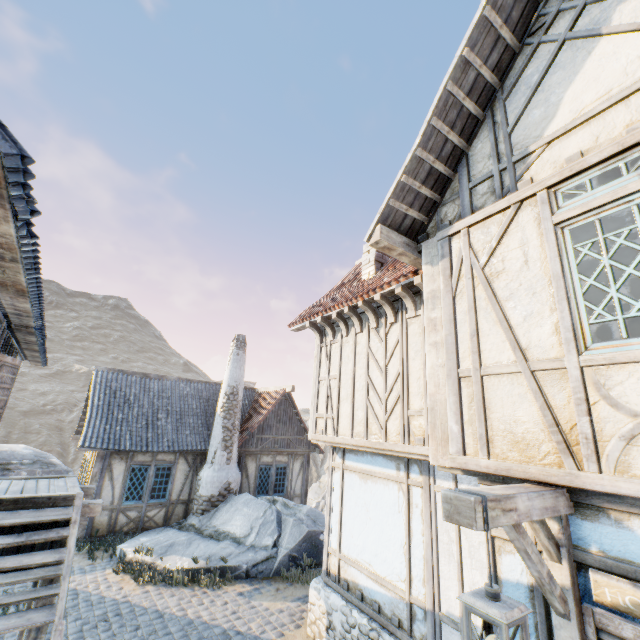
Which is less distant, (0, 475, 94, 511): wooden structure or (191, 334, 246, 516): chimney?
(0, 475, 94, 511): wooden structure

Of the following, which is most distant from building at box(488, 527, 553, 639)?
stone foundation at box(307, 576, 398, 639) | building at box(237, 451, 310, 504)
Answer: building at box(237, 451, 310, 504)

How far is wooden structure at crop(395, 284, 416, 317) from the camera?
5.97m

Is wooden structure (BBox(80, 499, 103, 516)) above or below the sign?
below

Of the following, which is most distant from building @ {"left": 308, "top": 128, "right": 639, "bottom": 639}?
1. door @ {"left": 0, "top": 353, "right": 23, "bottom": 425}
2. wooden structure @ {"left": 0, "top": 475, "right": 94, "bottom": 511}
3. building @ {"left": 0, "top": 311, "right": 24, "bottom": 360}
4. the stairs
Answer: door @ {"left": 0, "top": 353, "right": 23, "bottom": 425}

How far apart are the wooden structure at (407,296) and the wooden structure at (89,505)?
6.19m

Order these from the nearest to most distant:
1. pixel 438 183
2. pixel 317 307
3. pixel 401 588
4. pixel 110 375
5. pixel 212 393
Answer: pixel 438 183 → pixel 401 588 → pixel 317 307 → pixel 110 375 → pixel 212 393

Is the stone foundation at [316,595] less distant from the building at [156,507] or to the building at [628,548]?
the building at [628,548]
